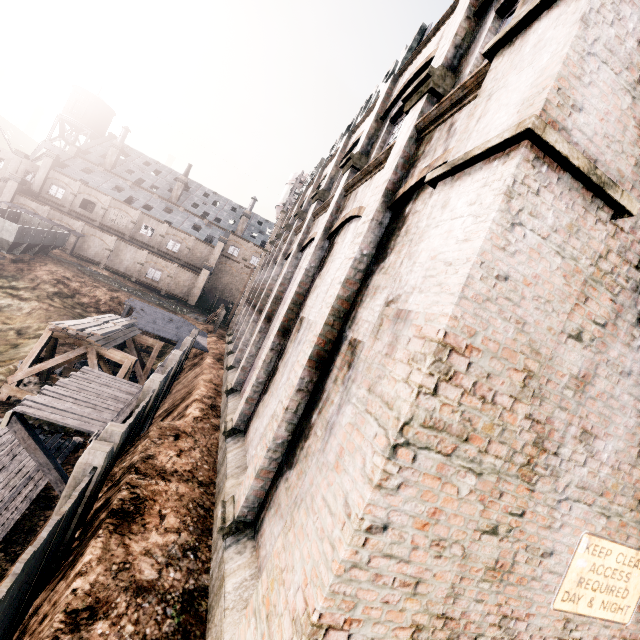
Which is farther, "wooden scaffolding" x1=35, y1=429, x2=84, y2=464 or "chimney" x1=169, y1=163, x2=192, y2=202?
"chimney" x1=169, y1=163, x2=192, y2=202

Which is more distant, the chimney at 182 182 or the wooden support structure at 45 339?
the chimney at 182 182

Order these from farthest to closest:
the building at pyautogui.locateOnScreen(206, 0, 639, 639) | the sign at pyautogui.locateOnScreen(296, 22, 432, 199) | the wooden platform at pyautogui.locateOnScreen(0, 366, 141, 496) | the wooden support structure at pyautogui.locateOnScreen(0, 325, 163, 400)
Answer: the wooden support structure at pyautogui.locateOnScreen(0, 325, 163, 400) → the sign at pyautogui.locateOnScreen(296, 22, 432, 199) → the wooden platform at pyautogui.locateOnScreen(0, 366, 141, 496) → the building at pyautogui.locateOnScreen(206, 0, 639, 639)

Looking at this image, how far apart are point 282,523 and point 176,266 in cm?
5146

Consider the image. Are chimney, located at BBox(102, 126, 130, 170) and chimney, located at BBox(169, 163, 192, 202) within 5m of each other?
no

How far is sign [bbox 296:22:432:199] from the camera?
11.4 meters

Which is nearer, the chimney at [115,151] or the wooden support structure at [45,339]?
the wooden support structure at [45,339]

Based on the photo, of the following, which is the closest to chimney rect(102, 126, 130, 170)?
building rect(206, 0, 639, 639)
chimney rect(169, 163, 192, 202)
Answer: building rect(206, 0, 639, 639)
